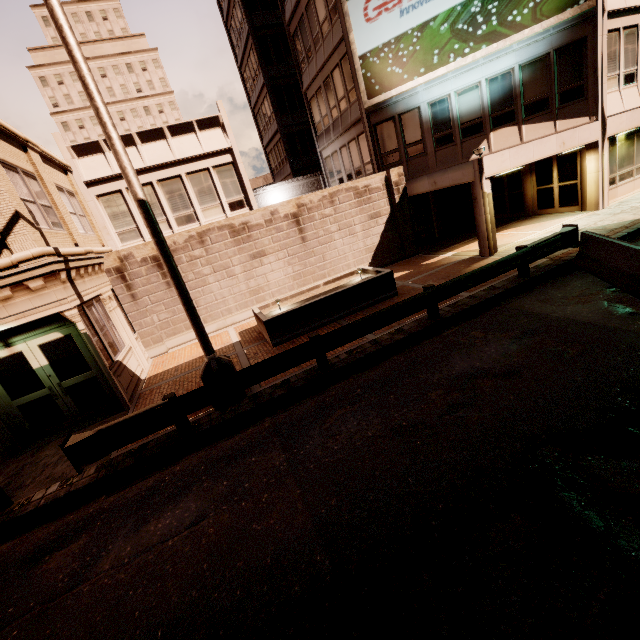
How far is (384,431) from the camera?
5.7 meters

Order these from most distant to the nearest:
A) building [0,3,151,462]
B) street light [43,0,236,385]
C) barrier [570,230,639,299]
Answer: building [0,3,151,462] → barrier [570,230,639,299] → street light [43,0,236,385]

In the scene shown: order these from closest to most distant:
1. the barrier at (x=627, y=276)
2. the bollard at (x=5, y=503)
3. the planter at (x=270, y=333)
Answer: the bollard at (x=5, y=503) < the barrier at (x=627, y=276) < the planter at (x=270, y=333)

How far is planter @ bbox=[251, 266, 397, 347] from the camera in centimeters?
1060cm

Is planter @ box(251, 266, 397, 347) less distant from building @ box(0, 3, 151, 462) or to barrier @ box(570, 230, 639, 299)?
building @ box(0, 3, 151, 462)

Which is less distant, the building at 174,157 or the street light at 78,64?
the street light at 78,64

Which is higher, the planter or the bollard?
the planter

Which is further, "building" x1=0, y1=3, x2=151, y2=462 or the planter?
the planter
